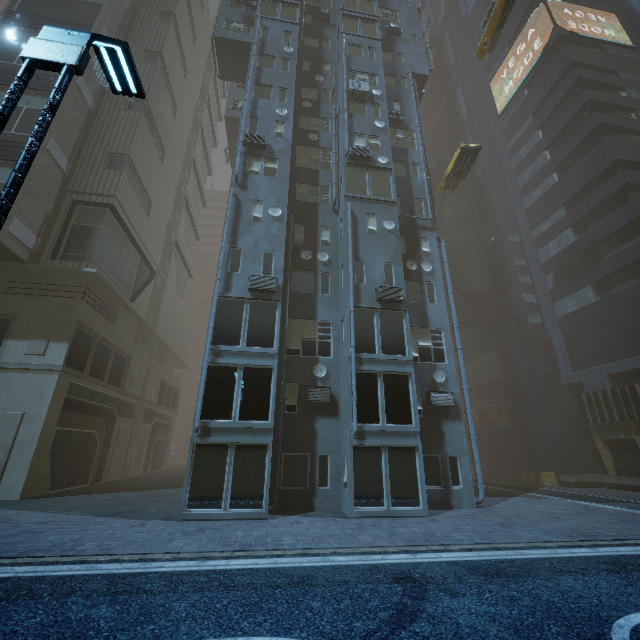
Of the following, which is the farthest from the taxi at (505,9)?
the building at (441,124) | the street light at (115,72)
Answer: the street light at (115,72)

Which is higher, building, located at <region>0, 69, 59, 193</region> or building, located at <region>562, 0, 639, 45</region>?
building, located at <region>562, 0, 639, 45</region>

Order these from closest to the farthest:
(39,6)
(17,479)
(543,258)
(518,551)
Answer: (518,551), (17,479), (39,6), (543,258)

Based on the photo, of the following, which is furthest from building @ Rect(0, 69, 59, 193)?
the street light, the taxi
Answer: the taxi

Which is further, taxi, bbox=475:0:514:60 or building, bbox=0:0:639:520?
taxi, bbox=475:0:514:60

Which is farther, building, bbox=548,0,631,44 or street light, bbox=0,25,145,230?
building, bbox=548,0,631,44

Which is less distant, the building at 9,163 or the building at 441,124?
the building at 441,124

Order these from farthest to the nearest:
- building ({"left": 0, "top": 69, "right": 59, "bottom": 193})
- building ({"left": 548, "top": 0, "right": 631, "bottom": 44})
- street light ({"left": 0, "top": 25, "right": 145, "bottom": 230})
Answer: building ({"left": 548, "top": 0, "right": 631, "bottom": 44}), building ({"left": 0, "top": 69, "right": 59, "bottom": 193}), street light ({"left": 0, "top": 25, "right": 145, "bottom": 230})
